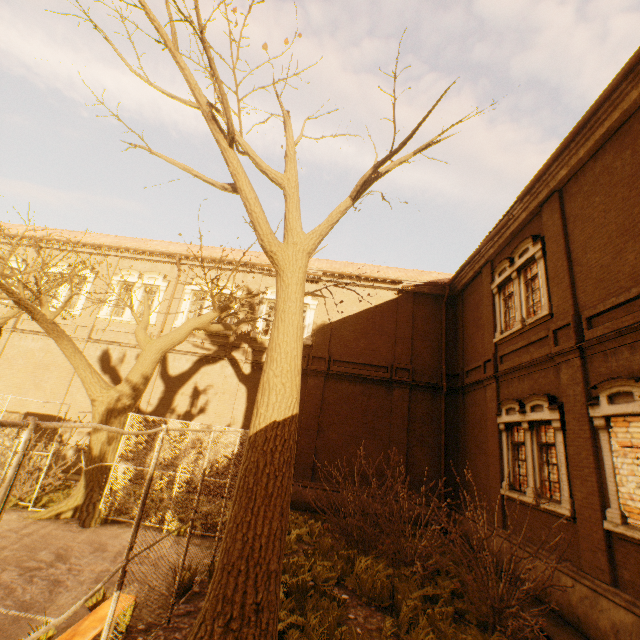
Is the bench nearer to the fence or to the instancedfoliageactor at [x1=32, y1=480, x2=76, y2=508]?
the fence

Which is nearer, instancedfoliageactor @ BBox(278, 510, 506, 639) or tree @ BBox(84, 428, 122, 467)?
instancedfoliageactor @ BBox(278, 510, 506, 639)

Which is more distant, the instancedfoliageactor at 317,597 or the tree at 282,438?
the instancedfoliageactor at 317,597

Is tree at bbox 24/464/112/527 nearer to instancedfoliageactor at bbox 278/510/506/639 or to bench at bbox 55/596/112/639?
instancedfoliageactor at bbox 278/510/506/639

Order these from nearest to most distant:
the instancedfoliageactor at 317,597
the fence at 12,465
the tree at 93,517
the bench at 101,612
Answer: the fence at 12,465
the bench at 101,612
the instancedfoliageactor at 317,597
the tree at 93,517

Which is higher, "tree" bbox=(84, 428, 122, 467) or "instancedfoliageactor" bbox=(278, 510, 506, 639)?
"tree" bbox=(84, 428, 122, 467)

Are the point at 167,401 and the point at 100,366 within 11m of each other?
yes

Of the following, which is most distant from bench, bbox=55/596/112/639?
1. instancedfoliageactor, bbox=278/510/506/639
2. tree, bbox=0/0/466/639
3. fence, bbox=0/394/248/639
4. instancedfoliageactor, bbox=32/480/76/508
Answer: instancedfoliageactor, bbox=32/480/76/508
